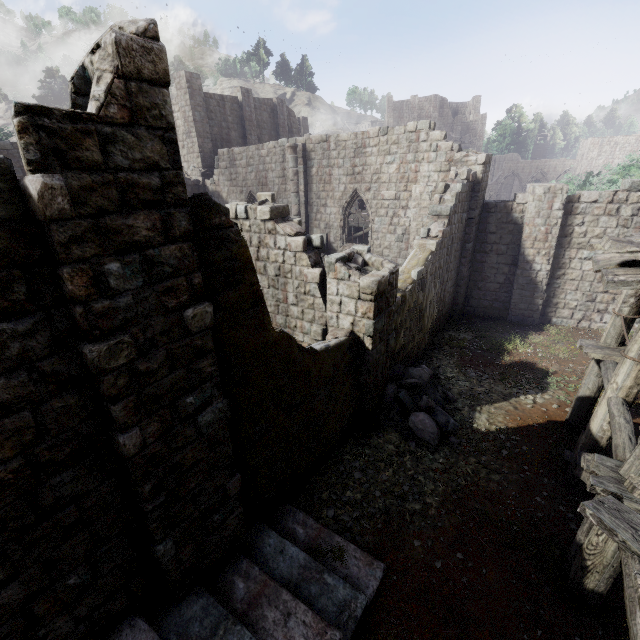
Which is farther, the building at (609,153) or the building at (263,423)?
the building at (609,153)

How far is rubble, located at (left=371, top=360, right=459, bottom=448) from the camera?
8.66m

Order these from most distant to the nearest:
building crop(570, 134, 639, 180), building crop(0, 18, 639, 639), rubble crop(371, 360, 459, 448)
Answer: building crop(570, 134, 639, 180) < rubble crop(371, 360, 459, 448) < building crop(0, 18, 639, 639)

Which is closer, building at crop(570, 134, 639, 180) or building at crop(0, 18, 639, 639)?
building at crop(0, 18, 639, 639)

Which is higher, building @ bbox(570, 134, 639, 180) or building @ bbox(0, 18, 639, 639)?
building @ bbox(570, 134, 639, 180)

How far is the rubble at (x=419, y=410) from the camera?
8.7 meters

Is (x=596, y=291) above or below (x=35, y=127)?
below

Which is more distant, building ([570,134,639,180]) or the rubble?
building ([570,134,639,180])
